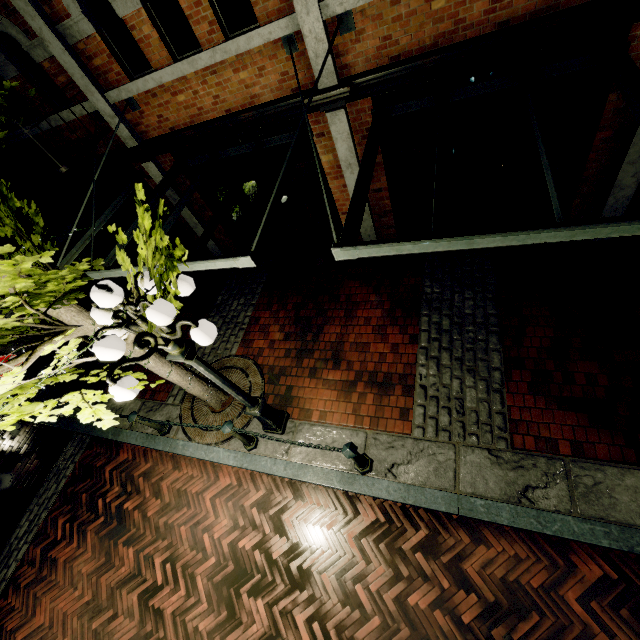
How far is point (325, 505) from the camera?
4.7m

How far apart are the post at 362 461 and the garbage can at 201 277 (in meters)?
4.56

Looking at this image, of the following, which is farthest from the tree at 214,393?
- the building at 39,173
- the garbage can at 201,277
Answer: the garbage can at 201,277

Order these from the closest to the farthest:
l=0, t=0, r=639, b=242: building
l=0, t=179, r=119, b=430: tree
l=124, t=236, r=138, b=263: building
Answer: l=0, t=179, r=119, b=430: tree < l=0, t=0, r=639, b=242: building < l=124, t=236, r=138, b=263: building

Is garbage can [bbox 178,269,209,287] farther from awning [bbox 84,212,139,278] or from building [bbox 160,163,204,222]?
awning [bbox 84,212,139,278]

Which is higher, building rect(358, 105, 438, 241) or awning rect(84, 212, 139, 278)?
awning rect(84, 212, 139, 278)

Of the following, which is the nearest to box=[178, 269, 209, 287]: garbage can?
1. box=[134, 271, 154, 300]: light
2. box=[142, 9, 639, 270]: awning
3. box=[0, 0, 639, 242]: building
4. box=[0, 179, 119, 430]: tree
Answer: box=[0, 0, 639, 242]: building

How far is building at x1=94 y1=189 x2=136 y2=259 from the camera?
7.90m
